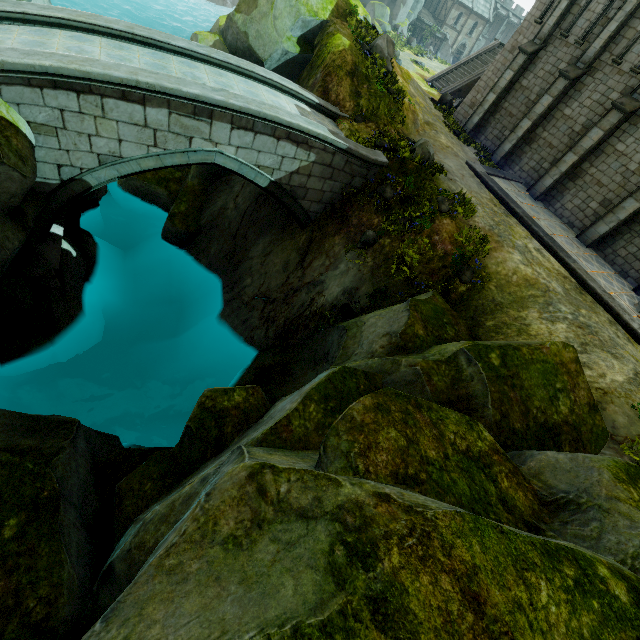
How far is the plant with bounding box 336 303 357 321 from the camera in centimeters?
1192cm

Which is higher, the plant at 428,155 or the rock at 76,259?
the plant at 428,155

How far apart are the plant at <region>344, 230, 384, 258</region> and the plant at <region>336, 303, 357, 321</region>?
1.6m

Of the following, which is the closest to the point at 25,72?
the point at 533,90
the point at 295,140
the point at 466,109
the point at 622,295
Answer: the point at 295,140

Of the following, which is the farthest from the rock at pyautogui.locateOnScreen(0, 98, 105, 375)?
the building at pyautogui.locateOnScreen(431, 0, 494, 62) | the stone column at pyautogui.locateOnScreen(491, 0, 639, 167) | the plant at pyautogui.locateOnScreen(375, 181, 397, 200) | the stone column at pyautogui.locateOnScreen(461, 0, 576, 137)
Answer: the building at pyautogui.locateOnScreen(431, 0, 494, 62)

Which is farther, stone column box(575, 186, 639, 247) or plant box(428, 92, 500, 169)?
plant box(428, 92, 500, 169)

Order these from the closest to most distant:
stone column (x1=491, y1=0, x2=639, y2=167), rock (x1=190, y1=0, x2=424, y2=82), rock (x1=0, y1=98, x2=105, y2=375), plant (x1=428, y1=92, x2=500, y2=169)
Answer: rock (x1=0, y1=98, x2=105, y2=375) → rock (x1=190, y1=0, x2=424, y2=82) → stone column (x1=491, y1=0, x2=639, y2=167) → plant (x1=428, y1=92, x2=500, y2=169)

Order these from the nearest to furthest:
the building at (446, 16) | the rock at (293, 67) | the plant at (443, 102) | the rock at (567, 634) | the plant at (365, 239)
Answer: the rock at (567, 634), the plant at (365, 239), the rock at (293, 67), the plant at (443, 102), the building at (446, 16)
